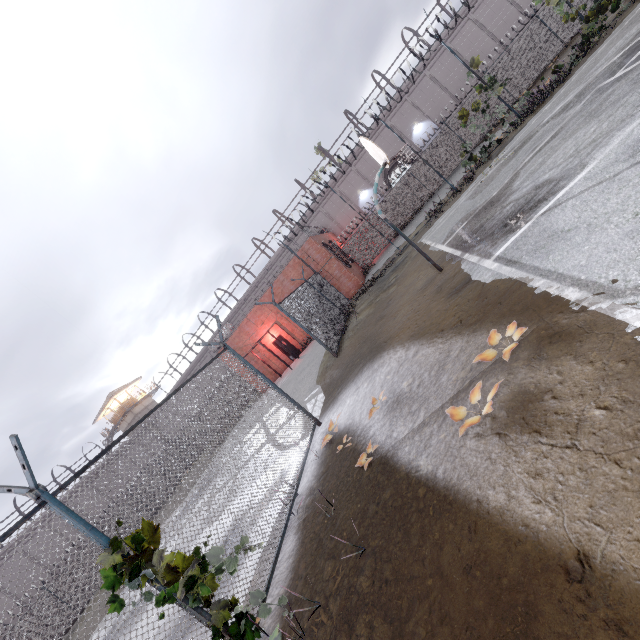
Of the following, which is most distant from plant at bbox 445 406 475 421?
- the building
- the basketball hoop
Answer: the building

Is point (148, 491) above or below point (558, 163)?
above

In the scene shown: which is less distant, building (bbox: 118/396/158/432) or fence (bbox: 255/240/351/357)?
fence (bbox: 255/240/351/357)

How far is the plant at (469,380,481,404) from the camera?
3.4m

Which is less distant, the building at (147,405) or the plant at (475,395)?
the plant at (475,395)

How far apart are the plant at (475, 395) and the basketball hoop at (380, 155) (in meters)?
5.39

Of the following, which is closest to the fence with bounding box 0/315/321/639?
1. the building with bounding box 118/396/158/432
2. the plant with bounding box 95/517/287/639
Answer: the plant with bounding box 95/517/287/639

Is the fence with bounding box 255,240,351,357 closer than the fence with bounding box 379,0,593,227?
Yes
